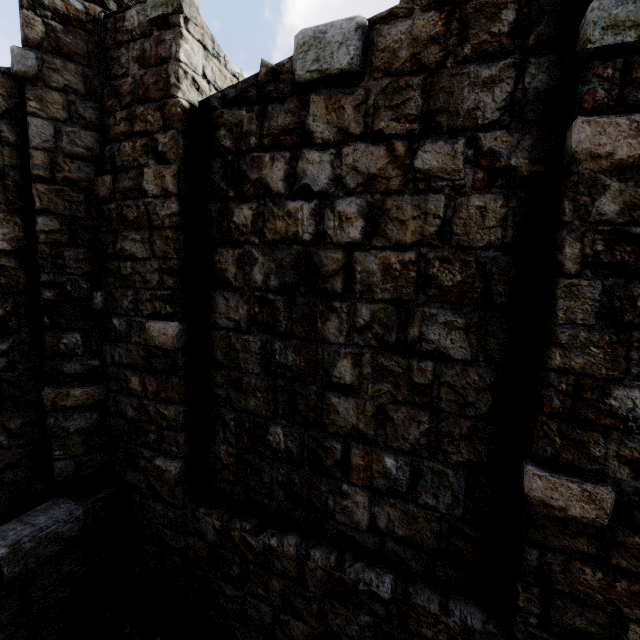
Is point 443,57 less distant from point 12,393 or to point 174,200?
point 174,200
